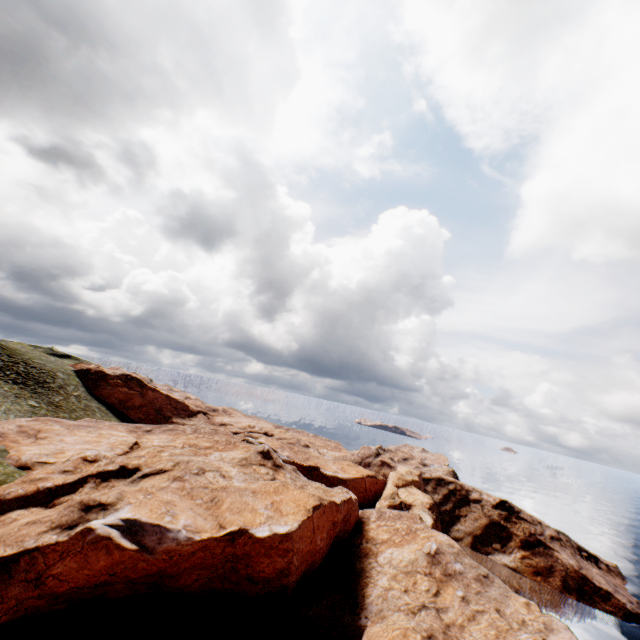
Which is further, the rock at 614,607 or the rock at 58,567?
the rock at 614,607

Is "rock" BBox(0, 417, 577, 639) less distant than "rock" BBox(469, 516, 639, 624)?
Yes

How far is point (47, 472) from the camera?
29.86m
